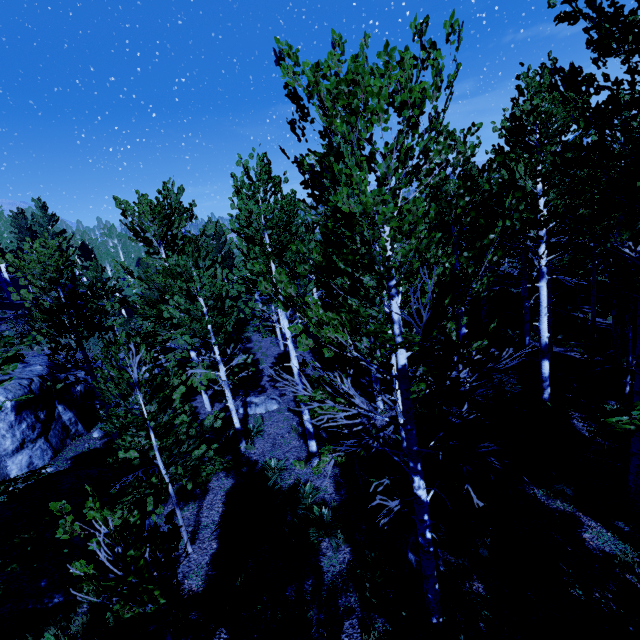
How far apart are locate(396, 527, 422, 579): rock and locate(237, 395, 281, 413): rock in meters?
8.1

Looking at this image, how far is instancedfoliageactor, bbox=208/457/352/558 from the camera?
6.9 meters

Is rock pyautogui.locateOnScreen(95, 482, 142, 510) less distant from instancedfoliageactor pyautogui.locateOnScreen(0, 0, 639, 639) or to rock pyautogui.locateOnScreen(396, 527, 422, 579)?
instancedfoliageactor pyautogui.locateOnScreen(0, 0, 639, 639)

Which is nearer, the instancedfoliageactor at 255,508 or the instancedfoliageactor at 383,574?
the instancedfoliageactor at 383,574

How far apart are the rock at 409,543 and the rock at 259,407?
8.1 meters

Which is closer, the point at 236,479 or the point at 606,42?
the point at 606,42
